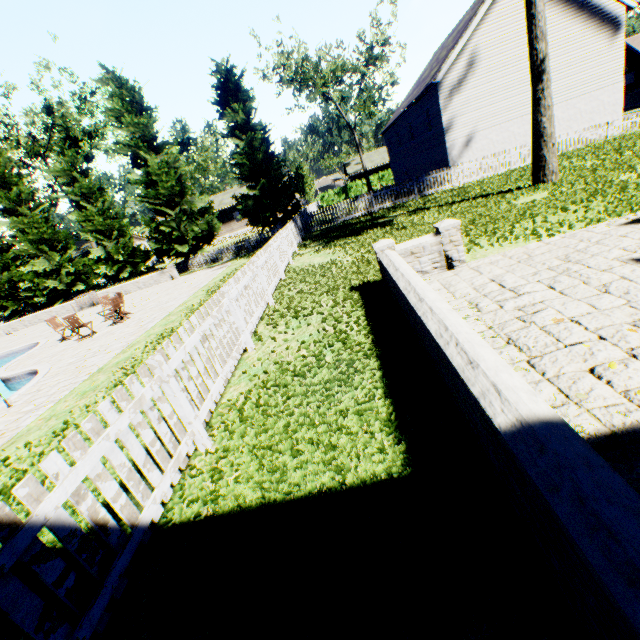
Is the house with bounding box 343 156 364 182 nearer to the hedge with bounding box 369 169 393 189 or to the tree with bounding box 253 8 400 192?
the hedge with bounding box 369 169 393 189

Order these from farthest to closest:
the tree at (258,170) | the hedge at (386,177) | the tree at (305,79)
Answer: the hedge at (386,177)
the tree at (305,79)
the tree at (258,170)

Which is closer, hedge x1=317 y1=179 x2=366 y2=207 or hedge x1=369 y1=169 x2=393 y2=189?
hedge x1=369 y1=169 x2=393 y2=189

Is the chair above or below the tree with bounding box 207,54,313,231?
below

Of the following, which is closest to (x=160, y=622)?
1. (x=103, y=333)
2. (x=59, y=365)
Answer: (x=59, y=365)

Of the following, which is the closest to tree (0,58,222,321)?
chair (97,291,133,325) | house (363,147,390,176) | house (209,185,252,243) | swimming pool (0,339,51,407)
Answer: house (209,185,252,243)

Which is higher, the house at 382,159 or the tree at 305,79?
the tree at 305,79

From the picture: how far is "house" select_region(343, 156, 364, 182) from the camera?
47.71m
